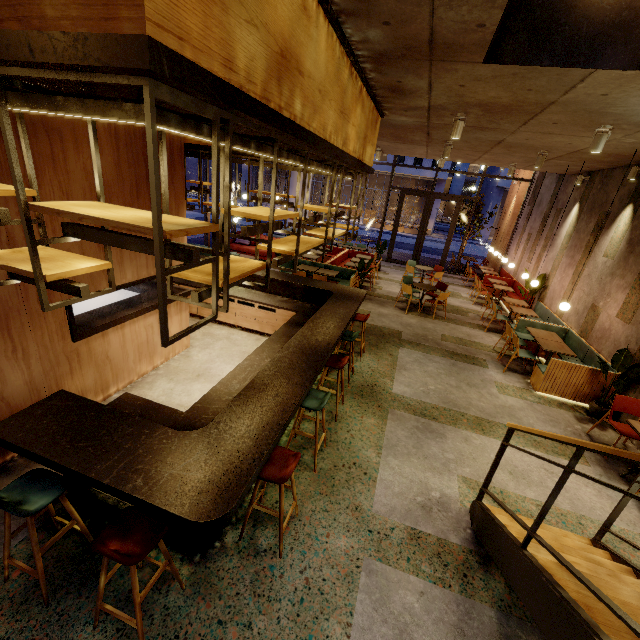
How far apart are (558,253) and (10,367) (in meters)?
12.62

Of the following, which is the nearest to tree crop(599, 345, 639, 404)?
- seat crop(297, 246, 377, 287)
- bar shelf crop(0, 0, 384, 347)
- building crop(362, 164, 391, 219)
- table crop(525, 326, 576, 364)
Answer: table crop(525, 326, 576, 364)

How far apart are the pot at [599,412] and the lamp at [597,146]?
4.28m

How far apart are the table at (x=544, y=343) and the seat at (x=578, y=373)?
0.18m

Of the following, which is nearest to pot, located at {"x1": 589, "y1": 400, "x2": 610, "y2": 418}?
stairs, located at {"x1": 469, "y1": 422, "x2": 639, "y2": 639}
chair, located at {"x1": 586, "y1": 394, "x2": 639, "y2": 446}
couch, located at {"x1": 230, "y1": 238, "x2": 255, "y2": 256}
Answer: chair, located at {"x1": 586, "y1": 394, "x2": 639, "y2": 446}

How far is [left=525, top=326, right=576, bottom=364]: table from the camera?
6.66m

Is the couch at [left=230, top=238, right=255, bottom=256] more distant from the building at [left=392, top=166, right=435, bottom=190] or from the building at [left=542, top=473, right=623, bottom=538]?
the building at [left=392, top=166, right=435, bottom=190]

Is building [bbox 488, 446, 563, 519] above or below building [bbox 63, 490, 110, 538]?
above
